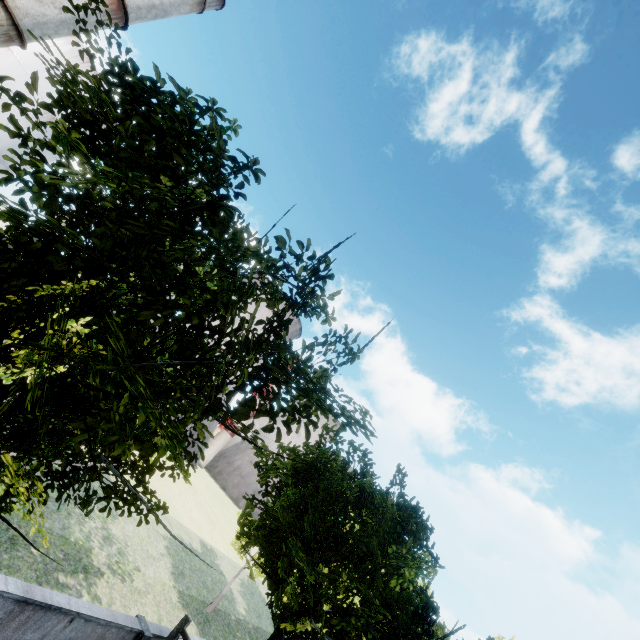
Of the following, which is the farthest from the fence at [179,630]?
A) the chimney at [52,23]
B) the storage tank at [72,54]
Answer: the storage tank at [72,54]

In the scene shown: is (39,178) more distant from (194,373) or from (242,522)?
(242,522)

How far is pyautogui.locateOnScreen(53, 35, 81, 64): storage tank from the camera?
58.06m

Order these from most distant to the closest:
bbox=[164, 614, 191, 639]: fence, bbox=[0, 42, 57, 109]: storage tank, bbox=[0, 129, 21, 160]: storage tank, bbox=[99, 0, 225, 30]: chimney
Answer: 1. bbox=[0, 129, 21, 160]: storage tank
2. bbox=[0, 42, 57, 109]: storage tank
3. bbox=[99, 0, 225, 30]: chimney
4. bbox=[164, 614, 191, 639]: fence

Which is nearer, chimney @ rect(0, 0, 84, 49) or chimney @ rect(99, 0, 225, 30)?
chimney @ rect(0, 0, 84, 49)

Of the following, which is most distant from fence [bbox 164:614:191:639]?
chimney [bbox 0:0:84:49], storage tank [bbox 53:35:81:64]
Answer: storage tank [bbox 53:35:81:64]

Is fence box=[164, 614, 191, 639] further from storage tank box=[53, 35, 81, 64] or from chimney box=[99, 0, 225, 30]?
storage tank box=[53, 35, 81, 64]

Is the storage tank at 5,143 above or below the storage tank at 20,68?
below
